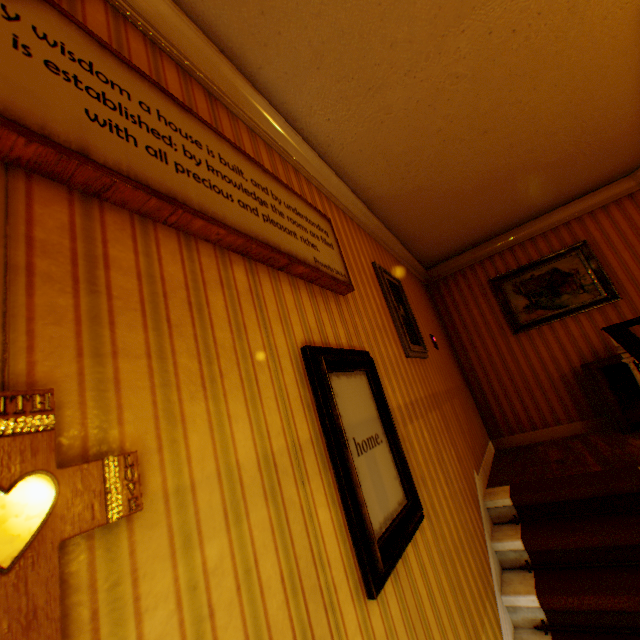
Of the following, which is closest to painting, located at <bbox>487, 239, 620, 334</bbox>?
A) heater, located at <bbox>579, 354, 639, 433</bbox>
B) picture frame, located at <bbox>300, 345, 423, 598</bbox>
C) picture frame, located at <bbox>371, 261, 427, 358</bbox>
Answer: heater, located at <bbox>579, 354, 639, 433</bbox>

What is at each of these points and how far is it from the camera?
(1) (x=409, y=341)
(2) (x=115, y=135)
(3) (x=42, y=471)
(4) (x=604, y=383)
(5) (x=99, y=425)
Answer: (1) picture frame, 3.01m
(2) picture frame, 0.94m
(3) crucifix, 0.56m
(4) heater, 4.16m
(5) building, 0.70m

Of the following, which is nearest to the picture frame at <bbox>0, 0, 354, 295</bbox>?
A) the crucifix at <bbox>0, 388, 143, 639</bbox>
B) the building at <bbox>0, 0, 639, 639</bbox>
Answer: the building at <bbox>0, 0, 639, 639</bbox>

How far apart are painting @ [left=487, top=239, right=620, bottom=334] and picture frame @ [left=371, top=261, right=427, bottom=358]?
2.40m

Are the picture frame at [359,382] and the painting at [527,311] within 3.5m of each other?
no

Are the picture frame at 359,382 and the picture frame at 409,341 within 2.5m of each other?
yes

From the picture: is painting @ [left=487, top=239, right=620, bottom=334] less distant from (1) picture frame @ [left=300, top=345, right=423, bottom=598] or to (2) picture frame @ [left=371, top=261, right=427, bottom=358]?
(2) picture frame @ [left=371, top=261, right=427, bottom=358]

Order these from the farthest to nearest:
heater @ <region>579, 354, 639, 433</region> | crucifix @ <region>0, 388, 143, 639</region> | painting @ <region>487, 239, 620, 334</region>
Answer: painting @ <region>487, 239, 620, 334</region> → heater @ <region>579, 354, 639, 433</region> → crucifix @ <region>0, 388, 143, 639</region>
